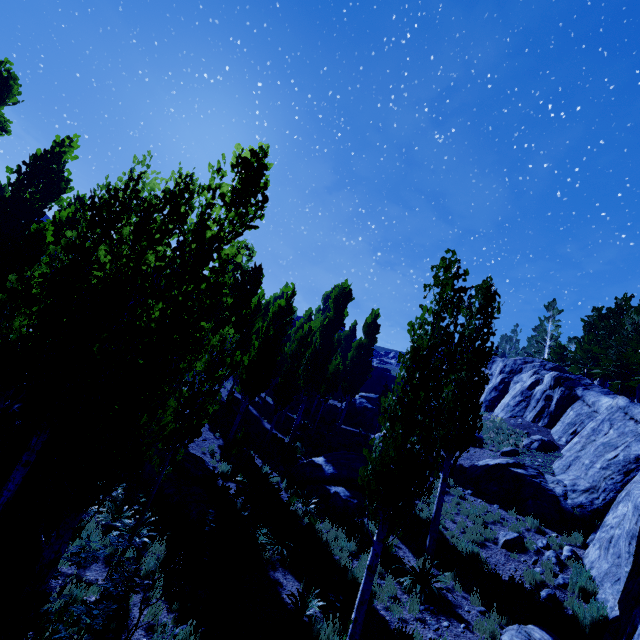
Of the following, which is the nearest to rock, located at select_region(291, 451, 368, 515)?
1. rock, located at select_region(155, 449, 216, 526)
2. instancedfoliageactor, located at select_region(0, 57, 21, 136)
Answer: instancedfoliageactor, located at select_region(0, 57, 21, 136)

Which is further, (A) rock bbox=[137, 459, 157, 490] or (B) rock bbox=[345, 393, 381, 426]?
(B) rock bbox=[345, 393, 381, 426]

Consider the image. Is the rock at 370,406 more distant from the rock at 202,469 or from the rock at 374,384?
the rock at 374,384

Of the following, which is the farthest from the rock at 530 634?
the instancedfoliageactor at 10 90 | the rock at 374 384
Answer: the rock at 374 384

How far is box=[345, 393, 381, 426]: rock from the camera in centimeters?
3181cm

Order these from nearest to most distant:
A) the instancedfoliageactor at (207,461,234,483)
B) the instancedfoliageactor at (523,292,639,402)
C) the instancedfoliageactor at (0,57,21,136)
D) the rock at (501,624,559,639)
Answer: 1. the rock at (501,624,559,639)
2. the instancedfoliageactor at (207,461,234,483)
3. the instancedfoliageactor at (0,57,21,136)
4. the instancedfoliageactor at (523,292,639,402)

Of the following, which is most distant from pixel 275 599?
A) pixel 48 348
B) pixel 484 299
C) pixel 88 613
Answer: pixel 484 299

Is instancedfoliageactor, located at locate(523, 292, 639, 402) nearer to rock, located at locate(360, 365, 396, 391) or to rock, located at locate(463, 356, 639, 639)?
rock, located at locate(463, 356, 639, 639)
